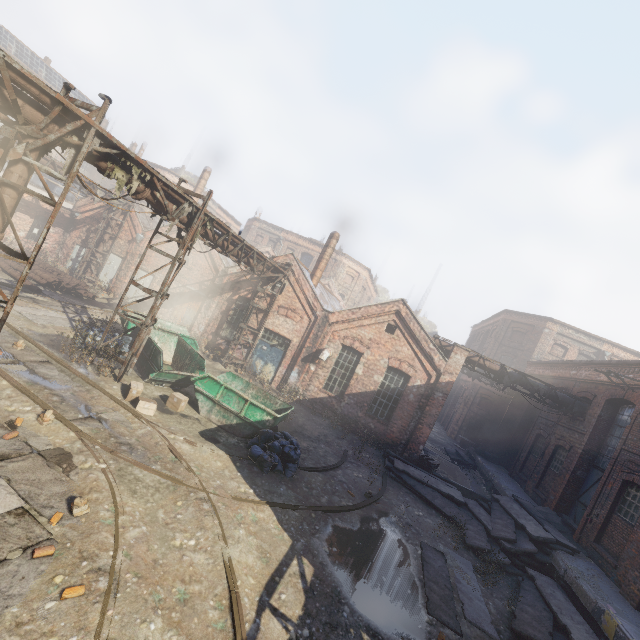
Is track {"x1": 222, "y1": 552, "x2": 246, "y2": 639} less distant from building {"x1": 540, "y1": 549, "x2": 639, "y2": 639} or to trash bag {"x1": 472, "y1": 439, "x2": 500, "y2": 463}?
building {"x1": 540, "y1": 549, "x2": 639, "y2": 639}

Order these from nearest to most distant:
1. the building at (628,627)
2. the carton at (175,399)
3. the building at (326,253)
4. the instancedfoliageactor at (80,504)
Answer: the instancedfoliageactor at (80,504)
the building at (628,627)
the carton at (175,399)
the building at (326,253)

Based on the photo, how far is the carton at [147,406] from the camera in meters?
9.5

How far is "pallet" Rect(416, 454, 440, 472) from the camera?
15.95m

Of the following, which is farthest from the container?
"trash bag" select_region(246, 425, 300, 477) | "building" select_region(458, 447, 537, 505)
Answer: "building" select_region(458, 447, 537, 505)

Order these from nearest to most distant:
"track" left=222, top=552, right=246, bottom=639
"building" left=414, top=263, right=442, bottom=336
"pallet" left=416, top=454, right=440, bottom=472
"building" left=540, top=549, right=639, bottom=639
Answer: "track" left=222, top=552, right=246, bottom=639, "building" left=540, top=549, right=639, bottom=639, "pallet" left=416, top=454, right=440, bottom=472, "building" left=414, top=263, right=442, bottom=336

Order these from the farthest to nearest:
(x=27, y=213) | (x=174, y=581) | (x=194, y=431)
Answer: (x=27, y=213)
(x=194, y=431)
(x=174, y=581)

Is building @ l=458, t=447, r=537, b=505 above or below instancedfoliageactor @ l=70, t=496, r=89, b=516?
above
